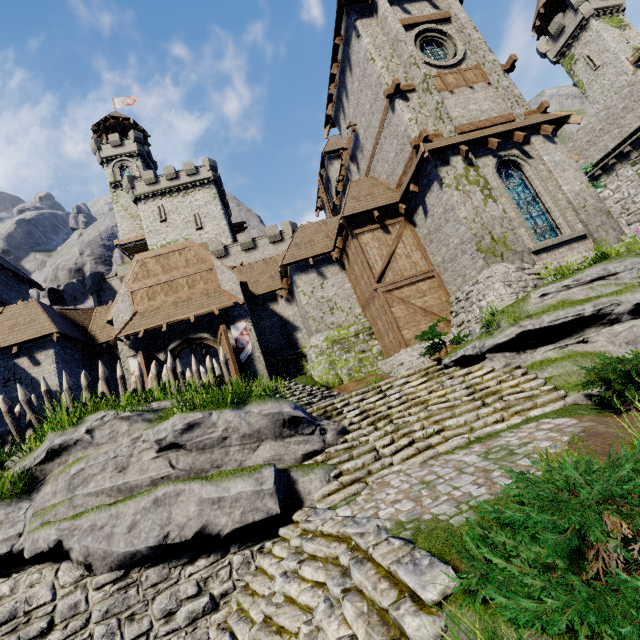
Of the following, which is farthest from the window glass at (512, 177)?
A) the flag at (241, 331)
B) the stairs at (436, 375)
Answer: the flag at (241, 331)

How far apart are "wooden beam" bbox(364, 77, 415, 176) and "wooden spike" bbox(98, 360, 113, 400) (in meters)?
14.47

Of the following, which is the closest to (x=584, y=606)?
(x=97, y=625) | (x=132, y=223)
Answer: (x=97, y=625)

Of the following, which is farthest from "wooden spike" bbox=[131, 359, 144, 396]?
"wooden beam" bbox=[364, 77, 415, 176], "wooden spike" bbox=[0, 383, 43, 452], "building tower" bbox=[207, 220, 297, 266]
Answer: "building tower" bbox=[207, 220, 297, 266]

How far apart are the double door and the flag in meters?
0.3 m

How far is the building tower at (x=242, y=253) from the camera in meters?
32.9 m

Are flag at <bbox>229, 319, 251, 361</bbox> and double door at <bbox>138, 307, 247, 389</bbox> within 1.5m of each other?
yes

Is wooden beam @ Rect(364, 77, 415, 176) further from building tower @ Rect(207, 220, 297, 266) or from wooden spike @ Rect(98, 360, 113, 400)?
building tower @ Rect(207, 220, 297, 266)
